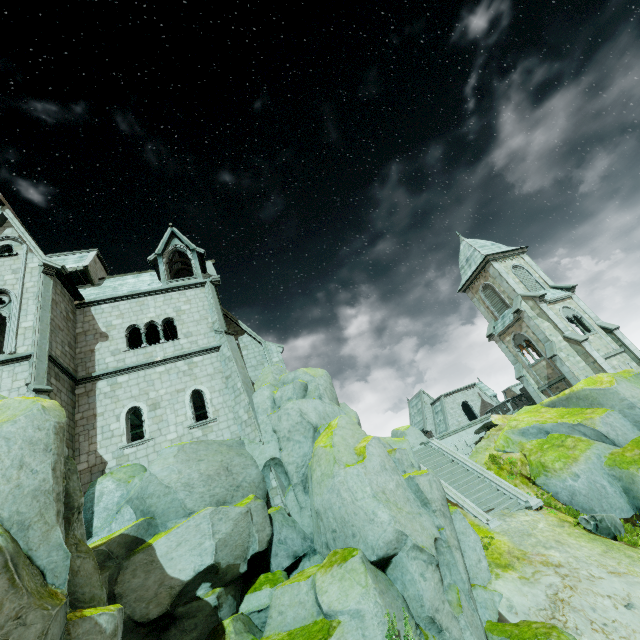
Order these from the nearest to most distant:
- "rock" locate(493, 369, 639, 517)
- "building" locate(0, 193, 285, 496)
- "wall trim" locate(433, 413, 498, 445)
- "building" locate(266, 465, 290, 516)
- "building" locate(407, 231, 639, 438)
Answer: "building" locate(266, 465, 290, 516)
"building" locate(0, 193, 285, 496)
"rock" locate(493, 369, 639, 517)
"wall trim" locate(433, 413, 498, 445)
"building" locate(407, 231, 639, 438)

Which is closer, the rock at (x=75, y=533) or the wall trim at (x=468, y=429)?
the rock at (x=75, y=533)

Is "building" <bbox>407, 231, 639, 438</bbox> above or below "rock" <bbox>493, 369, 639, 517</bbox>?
above

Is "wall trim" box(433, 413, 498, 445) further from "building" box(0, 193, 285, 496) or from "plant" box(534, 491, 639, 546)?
"plant" box(534, 491, 639, 546)

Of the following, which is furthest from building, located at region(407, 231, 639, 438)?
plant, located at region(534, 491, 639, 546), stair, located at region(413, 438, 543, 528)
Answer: plant, located at region(534, 491, 639, 546)

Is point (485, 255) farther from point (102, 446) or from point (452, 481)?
point (102, 446)

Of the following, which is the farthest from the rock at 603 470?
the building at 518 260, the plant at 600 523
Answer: the plant at 600 523

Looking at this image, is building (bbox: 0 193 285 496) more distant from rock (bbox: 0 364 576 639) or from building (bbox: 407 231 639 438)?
building (bbox: 407 231 639 438)
